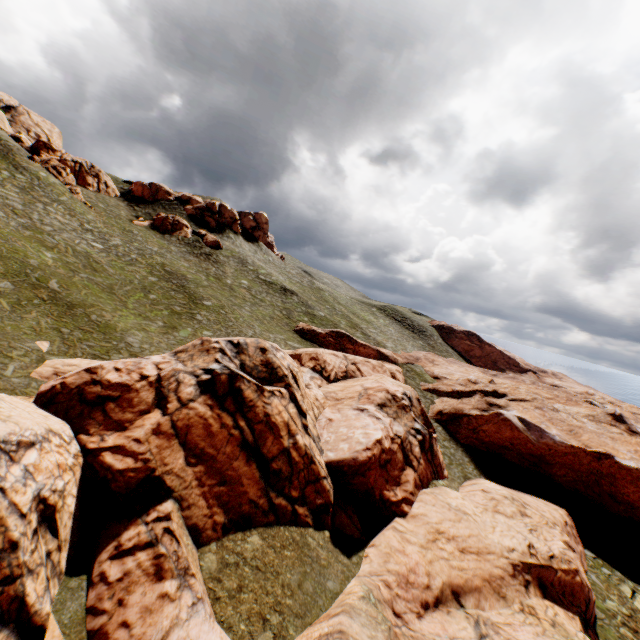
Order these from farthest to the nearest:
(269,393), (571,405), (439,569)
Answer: (571,405), (269,393), (439,569)

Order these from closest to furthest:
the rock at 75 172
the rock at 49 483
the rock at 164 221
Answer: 1. the rock at 49 483
2. the rock at 75 172
3. the rock at 164 221

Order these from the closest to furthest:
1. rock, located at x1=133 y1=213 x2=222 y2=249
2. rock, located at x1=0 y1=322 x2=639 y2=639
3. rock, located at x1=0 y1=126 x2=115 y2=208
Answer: rock, located at x1=0 y1=322 x2=639 y2=639
rock, located at x1=0 y1=126 x2=115 y2=208
rock, located at x1=133 y1=213 x2=222 y2=249

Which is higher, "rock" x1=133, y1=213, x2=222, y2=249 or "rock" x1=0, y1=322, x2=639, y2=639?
"rock" x1=133, y1=213, x2=222, y2=249

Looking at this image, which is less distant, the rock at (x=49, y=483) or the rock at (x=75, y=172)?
the rock at (x=49, y=483)

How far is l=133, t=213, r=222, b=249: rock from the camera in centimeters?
5575cm

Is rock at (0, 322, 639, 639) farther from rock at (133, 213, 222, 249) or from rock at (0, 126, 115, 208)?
rock at (0, 126, 115, 208)

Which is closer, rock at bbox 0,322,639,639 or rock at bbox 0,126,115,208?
rock at bbox 0,322,639,639
